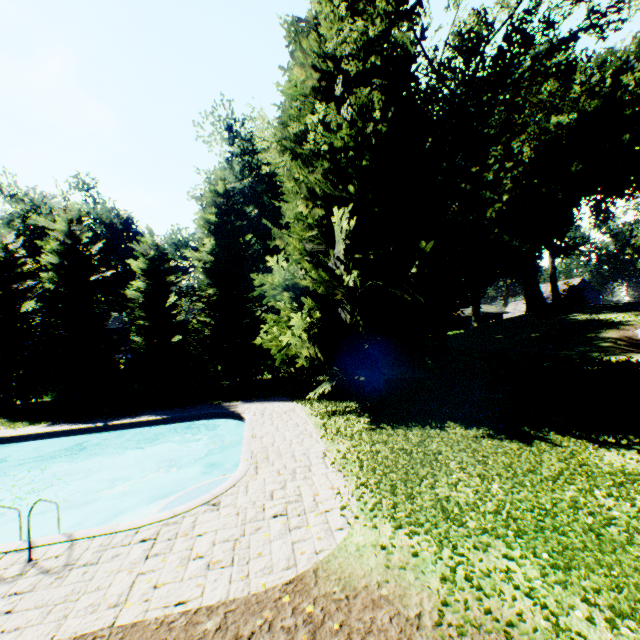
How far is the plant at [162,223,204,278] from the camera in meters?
33.5 m

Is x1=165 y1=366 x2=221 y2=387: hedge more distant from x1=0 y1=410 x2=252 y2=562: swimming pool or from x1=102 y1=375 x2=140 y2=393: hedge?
x1=0 y1=410 x2=252 y2=562: swimming pool

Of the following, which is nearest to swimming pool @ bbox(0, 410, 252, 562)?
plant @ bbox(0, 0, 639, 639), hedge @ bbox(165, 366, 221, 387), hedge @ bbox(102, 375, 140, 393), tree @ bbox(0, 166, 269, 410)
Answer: plant @ bbox(0, 0, 639, 639)

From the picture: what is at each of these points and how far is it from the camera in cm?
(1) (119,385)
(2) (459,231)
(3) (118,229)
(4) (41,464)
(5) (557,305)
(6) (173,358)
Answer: (1) hedge, 2508
(2) plant, 1650
(3) plant, 4094
(4) swimming pool, 1482
(5) hedge, 3325
(6) tree, 2288

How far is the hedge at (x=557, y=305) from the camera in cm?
3281

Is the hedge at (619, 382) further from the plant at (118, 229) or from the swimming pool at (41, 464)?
the swimming pool at (41, 464)

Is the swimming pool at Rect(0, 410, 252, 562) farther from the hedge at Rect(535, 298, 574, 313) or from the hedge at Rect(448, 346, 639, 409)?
the hedge at Rect(535, 298, 574, 313)

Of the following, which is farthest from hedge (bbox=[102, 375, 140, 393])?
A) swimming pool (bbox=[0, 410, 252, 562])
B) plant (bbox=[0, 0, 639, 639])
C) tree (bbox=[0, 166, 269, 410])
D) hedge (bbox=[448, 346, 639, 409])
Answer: hedge (bbox=[448, 346, 639, 409])
